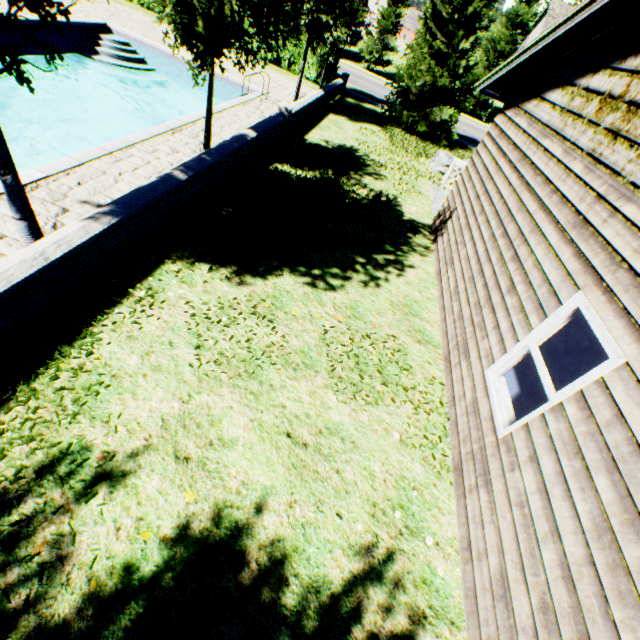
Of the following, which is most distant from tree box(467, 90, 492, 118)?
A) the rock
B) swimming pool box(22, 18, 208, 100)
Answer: the rock

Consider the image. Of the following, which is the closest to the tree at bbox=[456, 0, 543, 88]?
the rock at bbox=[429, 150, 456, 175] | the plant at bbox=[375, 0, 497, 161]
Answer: the plant at bbox=[375, 0, 497, 161]

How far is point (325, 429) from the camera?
4.3 meters

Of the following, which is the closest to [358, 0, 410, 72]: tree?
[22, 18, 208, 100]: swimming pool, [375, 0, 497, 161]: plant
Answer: [22, 18, 208, 100]: swimming pool

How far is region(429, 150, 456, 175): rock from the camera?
14.68m

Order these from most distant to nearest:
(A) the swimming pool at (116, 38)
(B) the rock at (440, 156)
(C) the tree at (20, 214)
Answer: (B) the rock at (440, 156) → (A) the swimming pool at (116, 38) → (C) the tree at (20, 214)

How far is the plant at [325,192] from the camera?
6.24m
